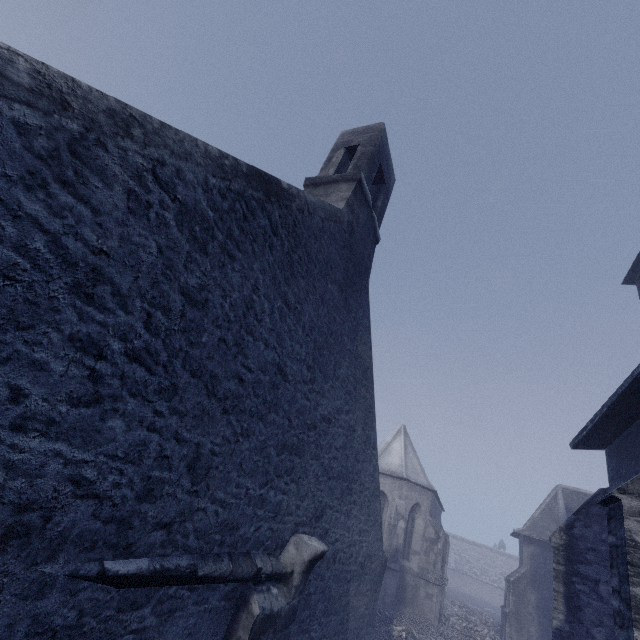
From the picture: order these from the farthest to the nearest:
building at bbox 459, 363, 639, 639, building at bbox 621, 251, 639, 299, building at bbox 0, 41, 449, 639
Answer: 1. building at bbox 621, 251, 639, 299
2. building at bbox 459, 363, 639, 639
3. building at bbox 0, 41, 449, 639

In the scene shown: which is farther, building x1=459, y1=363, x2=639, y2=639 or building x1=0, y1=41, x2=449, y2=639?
building x1=459, y1=363, x2=639, y2=639

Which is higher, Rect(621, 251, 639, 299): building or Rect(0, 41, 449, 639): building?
Rect(621, 251, 639, 299): building

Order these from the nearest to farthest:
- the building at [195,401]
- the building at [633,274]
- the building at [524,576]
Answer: the building at [195,401], the building at [524,576], the building at [633,274]

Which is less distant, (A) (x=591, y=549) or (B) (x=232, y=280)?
(B) (x=232, y=280)

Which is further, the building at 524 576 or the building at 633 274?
the building at 633 274
